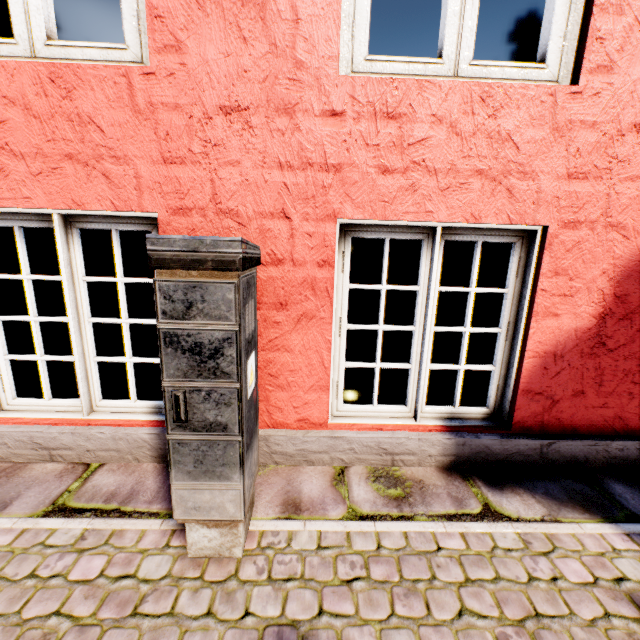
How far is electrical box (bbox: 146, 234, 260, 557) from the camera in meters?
1.0

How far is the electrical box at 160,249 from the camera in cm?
103

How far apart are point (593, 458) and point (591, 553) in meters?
0.7
